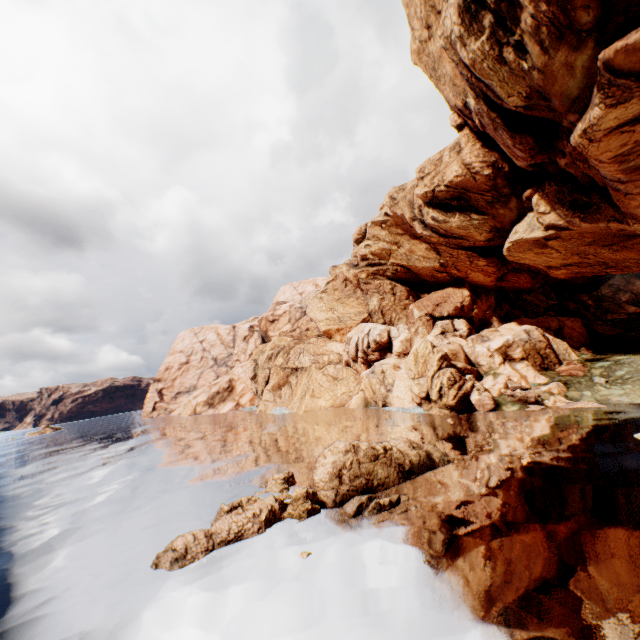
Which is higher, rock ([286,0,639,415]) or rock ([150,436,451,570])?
rock ([286,0,639,415])

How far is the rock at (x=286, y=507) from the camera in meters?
14.0 m

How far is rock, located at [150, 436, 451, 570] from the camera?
14.01m

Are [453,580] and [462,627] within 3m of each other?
yes

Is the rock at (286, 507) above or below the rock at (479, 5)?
below

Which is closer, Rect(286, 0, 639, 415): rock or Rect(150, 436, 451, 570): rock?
Rect(150, 436, 451, 570): rock
